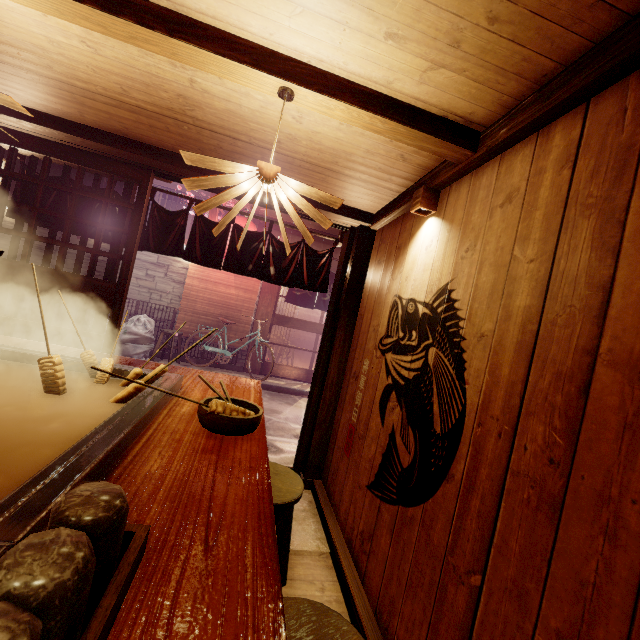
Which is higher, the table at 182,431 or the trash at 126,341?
the table at 182,431

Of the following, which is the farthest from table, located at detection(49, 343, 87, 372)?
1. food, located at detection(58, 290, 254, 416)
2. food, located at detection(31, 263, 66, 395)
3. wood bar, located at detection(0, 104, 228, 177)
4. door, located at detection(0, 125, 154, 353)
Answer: wood bar, located at detection(0, 104, 228, 177)

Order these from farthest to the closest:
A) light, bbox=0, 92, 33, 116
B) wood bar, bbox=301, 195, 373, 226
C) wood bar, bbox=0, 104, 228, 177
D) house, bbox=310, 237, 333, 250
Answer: house, bbox=310, 237, 333, 250
wood bar, bbox=301, 195, 373, 226
wood bar, bbox=0, 104, 228, 177
light, bbox=0, 92, 33, 116

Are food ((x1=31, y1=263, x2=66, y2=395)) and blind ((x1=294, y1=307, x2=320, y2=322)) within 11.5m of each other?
no

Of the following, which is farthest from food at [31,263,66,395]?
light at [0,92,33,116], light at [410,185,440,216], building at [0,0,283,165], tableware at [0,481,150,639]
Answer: light at [410,185,440,216]

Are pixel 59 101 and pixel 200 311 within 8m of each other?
no

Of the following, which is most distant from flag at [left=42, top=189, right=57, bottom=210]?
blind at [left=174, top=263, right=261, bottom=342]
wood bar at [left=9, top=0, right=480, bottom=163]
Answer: blind at [left=174, top=263, right=261, bottom=342]

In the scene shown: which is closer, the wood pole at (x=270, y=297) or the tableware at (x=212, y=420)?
the tableware at (x=212, y=420)
